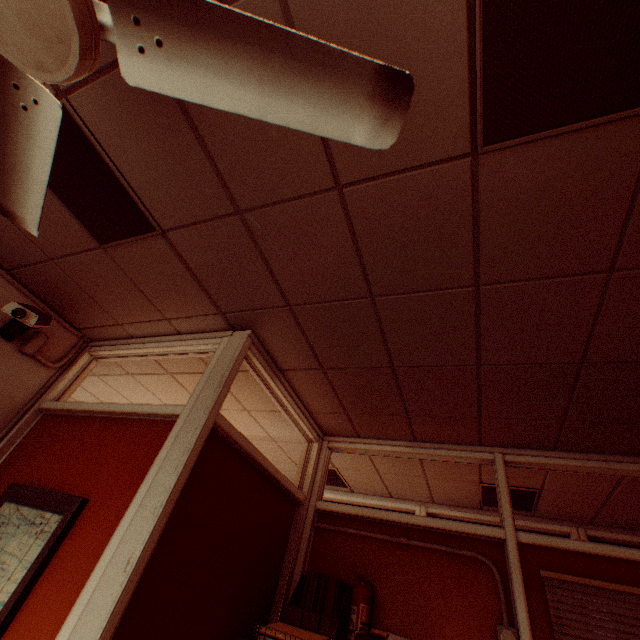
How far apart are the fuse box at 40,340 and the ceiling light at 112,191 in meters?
1.2

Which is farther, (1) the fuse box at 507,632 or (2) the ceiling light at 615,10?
(1) the fuse box at 507,632

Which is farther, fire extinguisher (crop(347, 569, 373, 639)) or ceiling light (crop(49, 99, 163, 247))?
fire extinguisher (crop(347, 569, 373, 639))

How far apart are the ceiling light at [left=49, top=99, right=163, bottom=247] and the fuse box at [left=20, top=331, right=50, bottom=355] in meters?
1.2

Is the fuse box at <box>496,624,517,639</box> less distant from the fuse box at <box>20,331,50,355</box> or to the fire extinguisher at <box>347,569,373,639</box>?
the fire extinguisher at <box>347,569,373,639</box>

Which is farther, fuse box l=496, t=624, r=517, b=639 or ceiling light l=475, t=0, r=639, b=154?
fuse box l=496, t=624, r=517, b=639

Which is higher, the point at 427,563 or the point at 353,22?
the point at 353,22

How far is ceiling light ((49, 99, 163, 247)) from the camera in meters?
1.5
